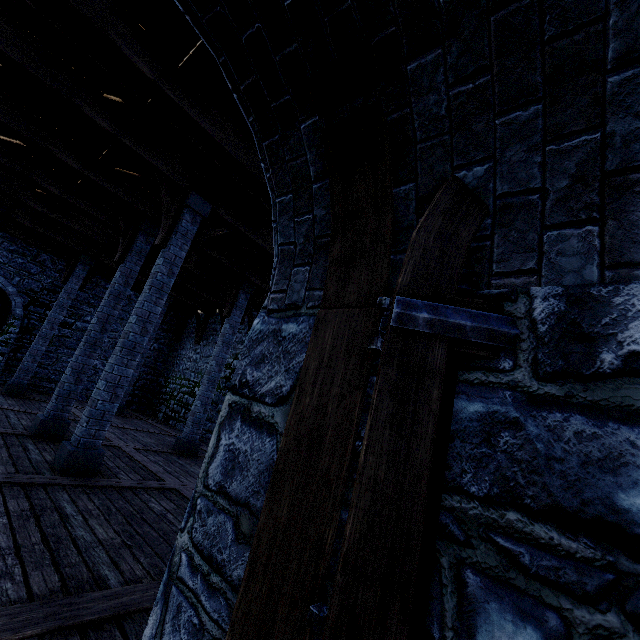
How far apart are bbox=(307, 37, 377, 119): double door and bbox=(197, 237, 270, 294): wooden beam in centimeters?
754cm

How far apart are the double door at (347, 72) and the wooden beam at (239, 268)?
7.5m

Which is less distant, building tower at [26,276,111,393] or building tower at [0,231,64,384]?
building tower at [0,231,64,384]

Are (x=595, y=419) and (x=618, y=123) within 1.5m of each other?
yes

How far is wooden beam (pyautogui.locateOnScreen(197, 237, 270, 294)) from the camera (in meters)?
9.25

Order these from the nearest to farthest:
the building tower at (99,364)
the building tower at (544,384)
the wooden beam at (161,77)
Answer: the building tower at (544,384) → the wooden beam at (161,77) → the building tower at (99,364)

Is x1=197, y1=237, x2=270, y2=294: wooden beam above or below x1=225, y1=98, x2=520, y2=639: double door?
above

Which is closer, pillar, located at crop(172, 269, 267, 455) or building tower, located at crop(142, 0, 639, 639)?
building tower, located at crop(142, 0, 639, 639)
